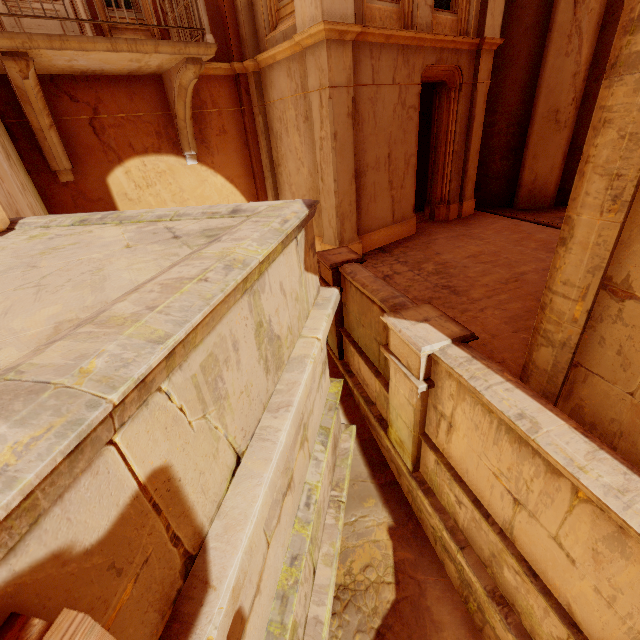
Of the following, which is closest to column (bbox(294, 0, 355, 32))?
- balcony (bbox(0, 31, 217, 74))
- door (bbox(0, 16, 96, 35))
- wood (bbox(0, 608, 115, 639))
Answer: balcony (bbox(0, 31, 217, 74))

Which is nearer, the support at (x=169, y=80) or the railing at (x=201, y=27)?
the railing at (x=201, y=27)

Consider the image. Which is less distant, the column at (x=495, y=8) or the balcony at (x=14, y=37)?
the balcony at (x=14, y=37)

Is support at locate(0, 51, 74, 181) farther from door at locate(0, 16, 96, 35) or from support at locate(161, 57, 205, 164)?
support at locate(161, 57, 205, 164)

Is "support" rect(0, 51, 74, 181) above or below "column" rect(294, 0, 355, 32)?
below

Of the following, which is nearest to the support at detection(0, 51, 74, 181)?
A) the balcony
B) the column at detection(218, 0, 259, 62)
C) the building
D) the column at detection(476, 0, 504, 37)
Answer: the balcony

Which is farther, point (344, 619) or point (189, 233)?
point (344, 619)

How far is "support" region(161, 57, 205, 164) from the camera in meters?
6.2 m
